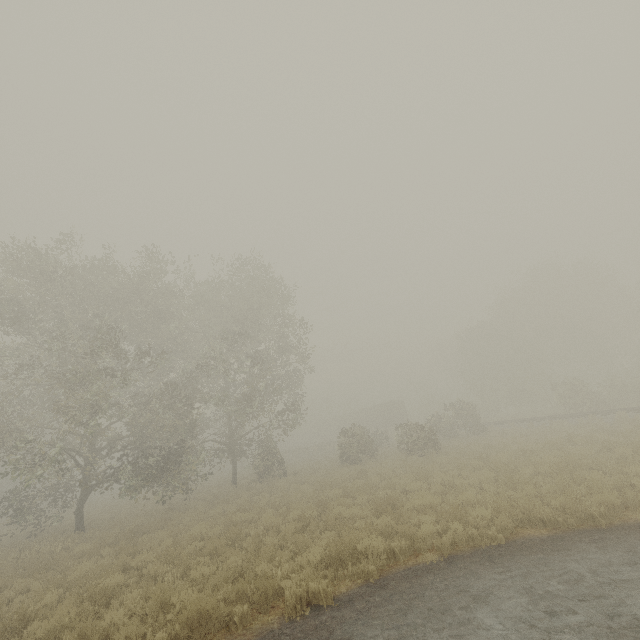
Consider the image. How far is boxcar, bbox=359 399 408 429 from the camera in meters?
50.1

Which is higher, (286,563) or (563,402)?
(563,402)

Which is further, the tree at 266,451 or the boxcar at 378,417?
the boxcar at 378,417

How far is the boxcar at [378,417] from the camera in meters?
50.1 m

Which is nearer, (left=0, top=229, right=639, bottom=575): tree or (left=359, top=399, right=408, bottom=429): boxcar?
(left=0, top=229, right=639, bottom=575): tree
